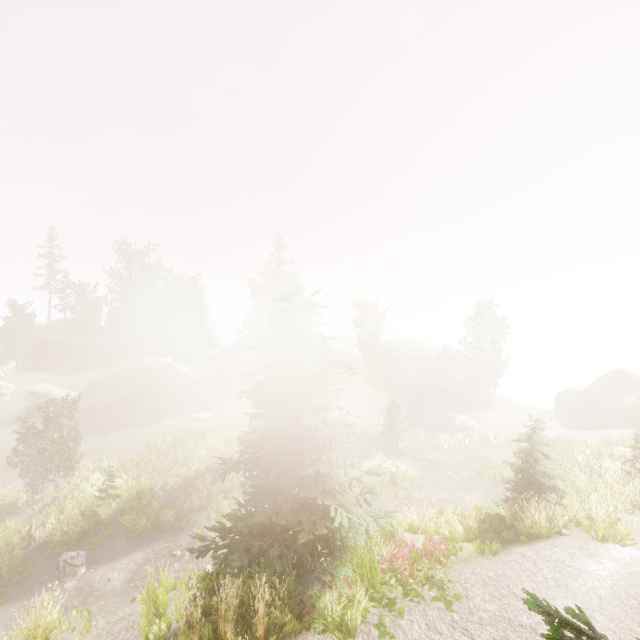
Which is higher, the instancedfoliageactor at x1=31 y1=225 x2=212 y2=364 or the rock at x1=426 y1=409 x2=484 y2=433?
the instancedfoliageactor at x1=31 y1=225 x2=212 y2=364

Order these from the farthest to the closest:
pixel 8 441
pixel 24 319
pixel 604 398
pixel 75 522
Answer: pixel 24 319
pixel 604 398
pixel 8 441
pixel 75 522

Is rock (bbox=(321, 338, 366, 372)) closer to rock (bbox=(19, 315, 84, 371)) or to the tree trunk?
rock (bbox=(19, 315, 84, 371))

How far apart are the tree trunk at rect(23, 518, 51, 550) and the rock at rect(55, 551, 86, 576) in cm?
264

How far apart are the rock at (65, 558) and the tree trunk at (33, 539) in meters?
2.6 m

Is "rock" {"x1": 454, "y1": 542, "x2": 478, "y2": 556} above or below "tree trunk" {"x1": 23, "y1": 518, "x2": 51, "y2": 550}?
above

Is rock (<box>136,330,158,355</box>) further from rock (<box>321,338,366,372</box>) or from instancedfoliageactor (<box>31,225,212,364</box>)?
rock (<box>321,338,366,372</box>)

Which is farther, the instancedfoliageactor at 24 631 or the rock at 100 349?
the rock at 100 349
